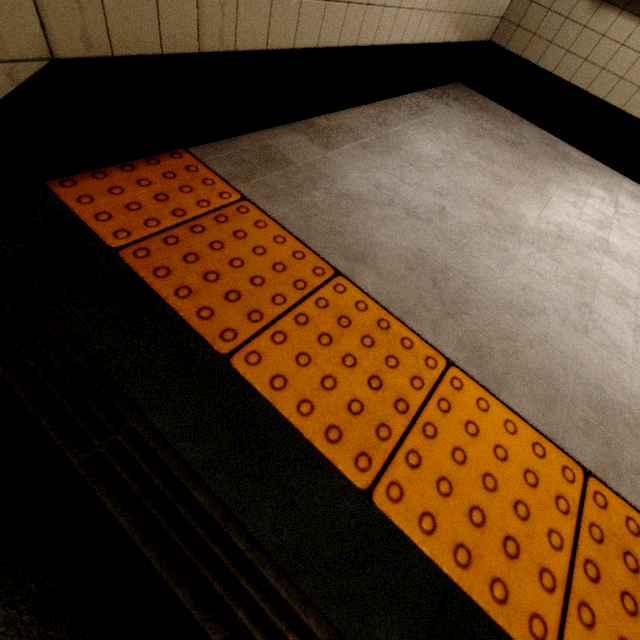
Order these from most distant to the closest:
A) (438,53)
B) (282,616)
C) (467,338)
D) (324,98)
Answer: (438,53), (324,98), (467,338), (282,616)
